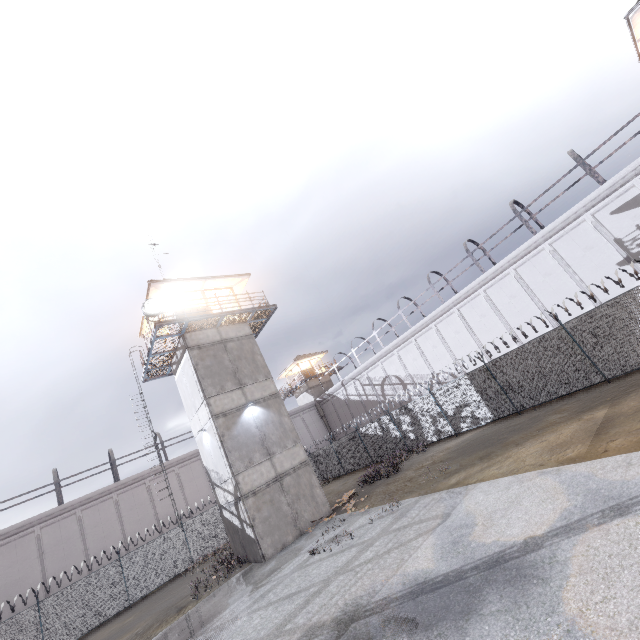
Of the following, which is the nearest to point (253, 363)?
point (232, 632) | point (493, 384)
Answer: point (232, 632)

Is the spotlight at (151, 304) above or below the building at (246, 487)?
above

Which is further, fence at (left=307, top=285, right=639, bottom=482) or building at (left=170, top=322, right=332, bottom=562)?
building at (left=170, top=322, right=332, bottom=562)

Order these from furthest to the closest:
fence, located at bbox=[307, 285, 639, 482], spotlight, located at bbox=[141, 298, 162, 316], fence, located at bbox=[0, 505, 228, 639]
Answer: fence, located at bbox=[0, 505, 228, 639], spotlight, located at bbox=[141, 298, 162, 316], fence, located at bbox=[307, 285, 639, 482]

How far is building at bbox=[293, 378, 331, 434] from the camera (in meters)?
41.03

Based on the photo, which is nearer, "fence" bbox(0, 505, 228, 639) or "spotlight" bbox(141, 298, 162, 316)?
"spotlight" bbox(141, 298, 162, 316)

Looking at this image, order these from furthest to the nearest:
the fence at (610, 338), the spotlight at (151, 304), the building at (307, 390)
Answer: the building at (307, 390) < the spotlight at (151, 304) < the fence at (610, 338)

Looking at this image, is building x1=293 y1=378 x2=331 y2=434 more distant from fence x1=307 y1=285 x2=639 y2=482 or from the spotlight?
the spotlight
